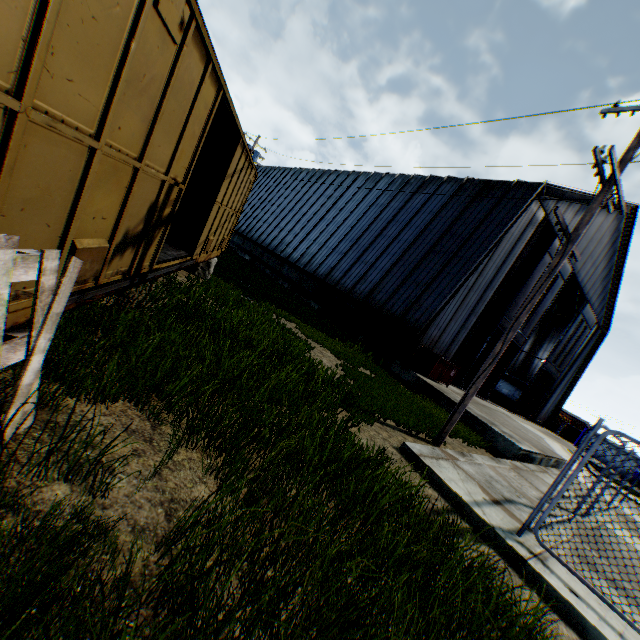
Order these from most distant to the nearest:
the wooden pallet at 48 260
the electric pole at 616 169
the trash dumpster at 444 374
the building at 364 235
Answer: the building at 364 235 < the trash dumpster at 444 374 < the electric pole at 616 169 < the wooden pallet at 48 260

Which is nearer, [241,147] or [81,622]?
[81,622]

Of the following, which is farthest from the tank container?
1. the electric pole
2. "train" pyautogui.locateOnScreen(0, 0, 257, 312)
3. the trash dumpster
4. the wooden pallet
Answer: the wooden pallet

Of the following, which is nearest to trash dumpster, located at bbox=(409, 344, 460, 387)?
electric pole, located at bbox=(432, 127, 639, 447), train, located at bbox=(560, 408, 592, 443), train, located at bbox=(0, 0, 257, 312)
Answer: electric pole, located at bbox=(432, 127, 639, 447)

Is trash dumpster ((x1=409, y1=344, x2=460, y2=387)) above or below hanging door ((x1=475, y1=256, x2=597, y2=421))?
below

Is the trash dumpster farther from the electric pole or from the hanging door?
the electric pole

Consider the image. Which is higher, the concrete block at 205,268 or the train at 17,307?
the train at 17,307

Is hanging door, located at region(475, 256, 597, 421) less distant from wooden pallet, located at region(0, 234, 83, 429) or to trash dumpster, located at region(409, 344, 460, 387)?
trash dumpster, located at region(409, 344, 460, 387)
